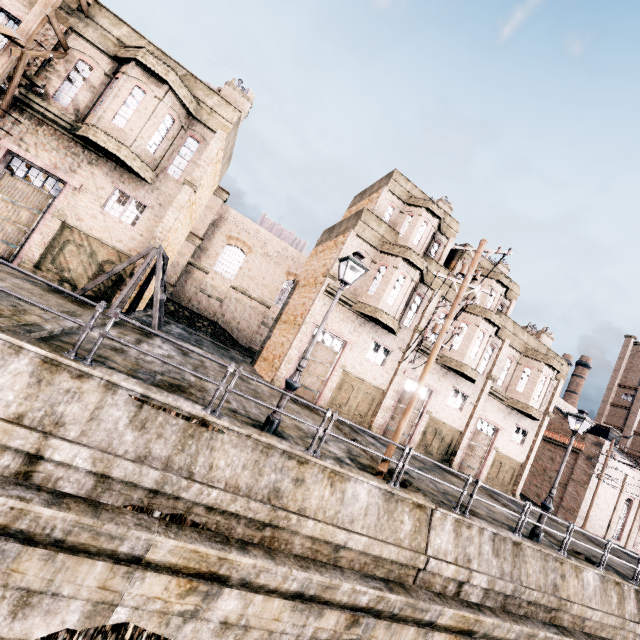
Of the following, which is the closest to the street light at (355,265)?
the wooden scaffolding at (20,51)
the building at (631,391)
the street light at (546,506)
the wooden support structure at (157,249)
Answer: the wooden support structure at (157,249)

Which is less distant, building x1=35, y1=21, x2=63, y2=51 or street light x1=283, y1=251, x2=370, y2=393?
street light x1=283, y1=251, x2=370, y2=393

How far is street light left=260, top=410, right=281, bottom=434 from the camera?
8.77m

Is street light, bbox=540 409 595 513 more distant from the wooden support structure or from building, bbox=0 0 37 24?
building, bbox=0 0 37 24

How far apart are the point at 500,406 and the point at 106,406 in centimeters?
2706cm

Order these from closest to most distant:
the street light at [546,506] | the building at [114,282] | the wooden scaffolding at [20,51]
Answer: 1. the wooden scaffolding at [20,51]
2. the street light at [546,506]
3. the building at [114,282]

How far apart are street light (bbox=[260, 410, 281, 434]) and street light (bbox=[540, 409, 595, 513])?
11.8m
